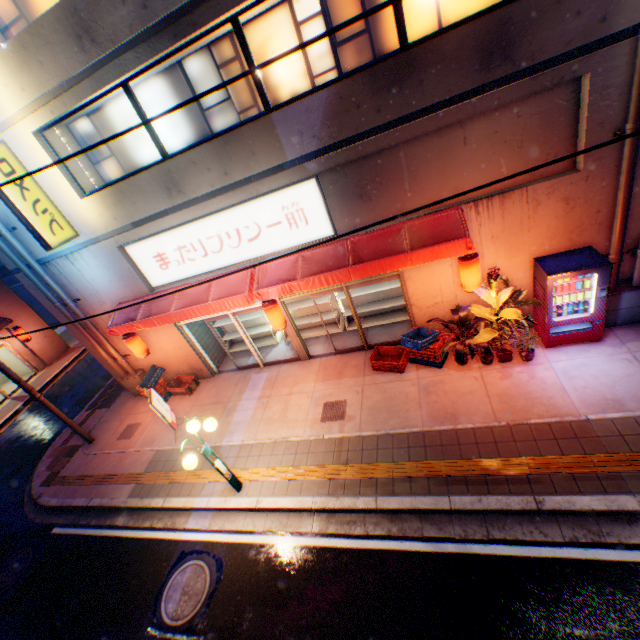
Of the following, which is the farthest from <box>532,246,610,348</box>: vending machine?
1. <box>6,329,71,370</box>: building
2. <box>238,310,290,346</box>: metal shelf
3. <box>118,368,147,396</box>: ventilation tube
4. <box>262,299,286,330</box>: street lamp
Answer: <box>6,329,71,370</box>: building

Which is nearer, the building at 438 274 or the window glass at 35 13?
the window glass at 35 13

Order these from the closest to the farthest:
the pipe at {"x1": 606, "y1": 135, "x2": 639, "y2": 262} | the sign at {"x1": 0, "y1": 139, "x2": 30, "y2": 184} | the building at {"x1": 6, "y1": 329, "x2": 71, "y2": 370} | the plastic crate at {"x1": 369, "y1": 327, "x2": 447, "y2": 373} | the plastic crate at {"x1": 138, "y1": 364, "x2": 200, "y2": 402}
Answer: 1. the pipe at {"x1": 606, "y1": 135, "x2": 639, "y2": 262}
2. the sign at {"x1": 0, "y1": 139, "x2": 30, "y2": 184}
3. the plastic crate at {"x1": 369, "y1": 327, "x2": 447, "y2": 373}
4. the plastic crate at {"x1": 138, "y1": 364, "x2": 200, "y2": 402}
5. the building at {"x1": 6, "y1": 329, "x2": 71, "y2": 370}

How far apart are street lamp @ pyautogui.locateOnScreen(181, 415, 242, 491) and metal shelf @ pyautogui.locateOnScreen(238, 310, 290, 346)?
5.1 meters

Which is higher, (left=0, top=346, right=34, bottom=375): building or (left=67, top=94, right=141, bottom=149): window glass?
(left=67, top=94, right=141, bottom=149): window glass

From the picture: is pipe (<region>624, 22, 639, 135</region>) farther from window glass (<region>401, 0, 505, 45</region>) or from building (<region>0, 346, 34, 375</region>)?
building (<region>0, 346, 34, 375</region>)

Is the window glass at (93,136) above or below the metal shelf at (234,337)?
above

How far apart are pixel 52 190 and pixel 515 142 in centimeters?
1113cm
